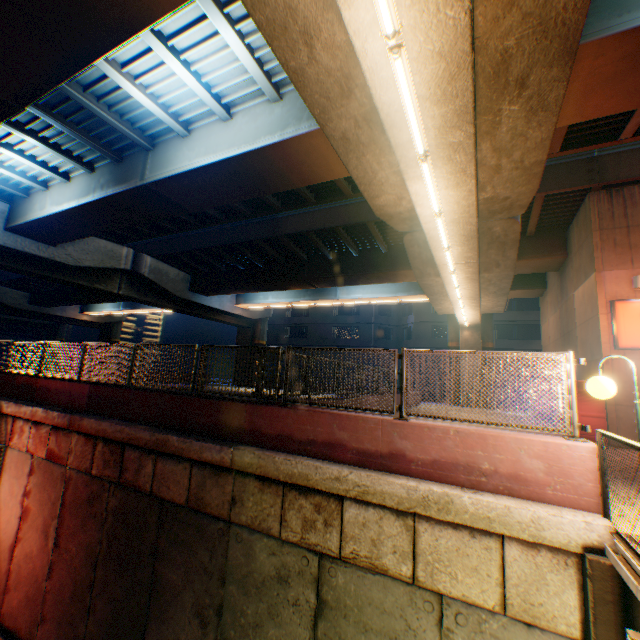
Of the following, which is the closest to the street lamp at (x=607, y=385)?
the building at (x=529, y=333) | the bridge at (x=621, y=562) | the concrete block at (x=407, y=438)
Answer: the bridge at (x=621, y=562)

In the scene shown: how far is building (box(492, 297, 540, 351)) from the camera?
32.6m

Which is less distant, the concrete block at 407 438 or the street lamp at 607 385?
the street lamp at 607 385

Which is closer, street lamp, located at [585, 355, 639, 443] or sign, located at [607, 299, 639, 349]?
street lamp, located at [585, 355, 639, 443]

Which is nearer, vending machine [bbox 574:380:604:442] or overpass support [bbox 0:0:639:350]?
overpass support [bbox 0:0:639:350]

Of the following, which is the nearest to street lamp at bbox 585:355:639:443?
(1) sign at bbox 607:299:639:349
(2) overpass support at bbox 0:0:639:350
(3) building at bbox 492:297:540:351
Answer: (2) overpass support at bbox 0:0:639:350

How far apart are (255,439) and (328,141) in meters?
6.7 m

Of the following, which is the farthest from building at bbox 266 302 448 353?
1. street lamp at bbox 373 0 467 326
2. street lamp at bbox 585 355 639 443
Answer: street lamp at bbox 585 355 639 443
